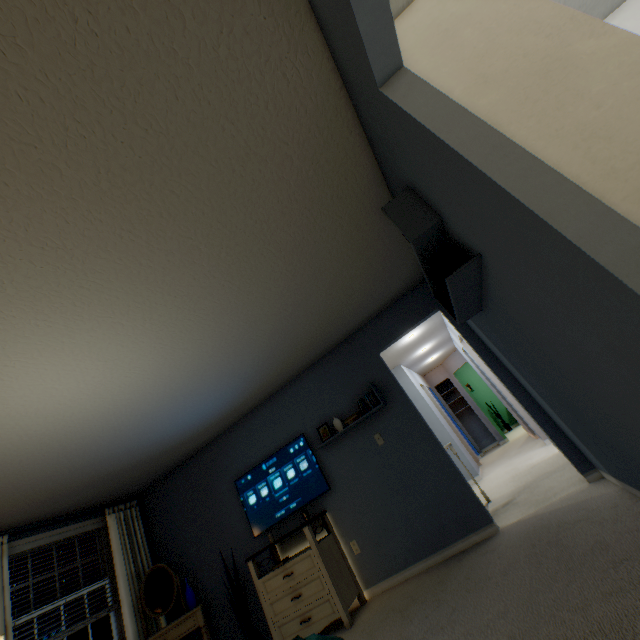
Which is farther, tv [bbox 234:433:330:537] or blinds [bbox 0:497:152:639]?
tv [bbox 234:433:330:537]

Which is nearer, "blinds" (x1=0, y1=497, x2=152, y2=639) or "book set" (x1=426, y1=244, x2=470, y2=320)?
"book set" (x1=426, y1=244, x2=470, y2=320)

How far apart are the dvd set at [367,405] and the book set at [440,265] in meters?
1.6 m

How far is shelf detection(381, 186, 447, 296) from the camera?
1.7 meters

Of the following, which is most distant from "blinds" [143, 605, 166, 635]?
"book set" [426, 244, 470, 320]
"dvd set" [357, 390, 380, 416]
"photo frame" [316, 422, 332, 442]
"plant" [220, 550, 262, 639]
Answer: "book set" [426, 244, 470, 320]

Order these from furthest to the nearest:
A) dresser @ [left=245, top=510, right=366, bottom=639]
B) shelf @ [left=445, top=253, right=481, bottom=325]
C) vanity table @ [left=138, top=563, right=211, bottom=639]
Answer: vanity table @ [left=138, top=563, right=211, bottom=639], dresser @ [left=245, top=510, right=366, bottom=639], shelf @ [left=445, top=253, right=481, bottom=325]

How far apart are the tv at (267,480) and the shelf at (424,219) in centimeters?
249cm

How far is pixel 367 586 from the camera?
3.4m
